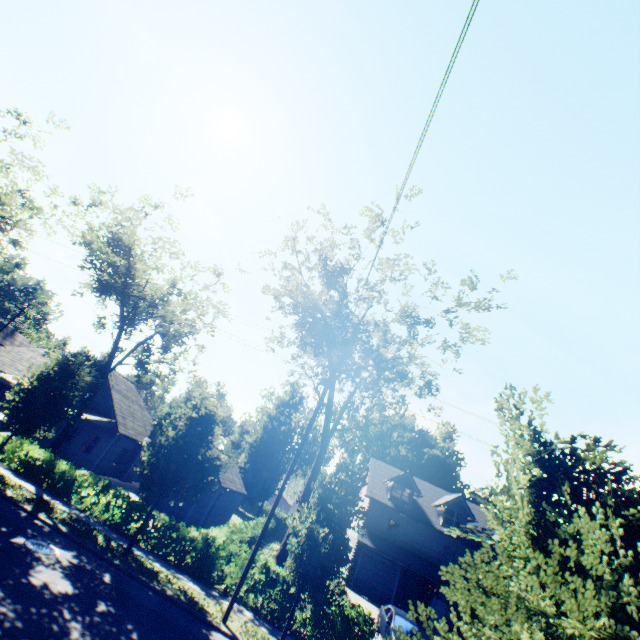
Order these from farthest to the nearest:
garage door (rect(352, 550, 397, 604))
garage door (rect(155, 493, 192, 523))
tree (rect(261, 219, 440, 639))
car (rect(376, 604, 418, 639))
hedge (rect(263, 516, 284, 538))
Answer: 1. hedge (rect(263, 516, 284, 538))
2. garage door (rect(352, 550, 397, 604))
3. garage door (rect(155, 493, 192, 523))
4. car (rect(376, 604, 418, 639))
5. tree (rect(261, 219, 440, 639))

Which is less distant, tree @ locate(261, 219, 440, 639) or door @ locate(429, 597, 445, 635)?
tree @ locate(261, 219, 440, 639)

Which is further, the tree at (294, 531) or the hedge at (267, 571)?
the hedge at (267, 571)

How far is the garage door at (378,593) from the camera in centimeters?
2607cm

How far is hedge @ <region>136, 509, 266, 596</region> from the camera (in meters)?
14.73

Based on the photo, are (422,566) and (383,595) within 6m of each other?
yes

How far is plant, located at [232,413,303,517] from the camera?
54.2 meters

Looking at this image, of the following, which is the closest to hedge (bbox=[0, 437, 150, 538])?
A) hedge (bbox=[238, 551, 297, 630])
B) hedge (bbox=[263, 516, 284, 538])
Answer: hedge (bbox=[238, 551, 297, 630])
